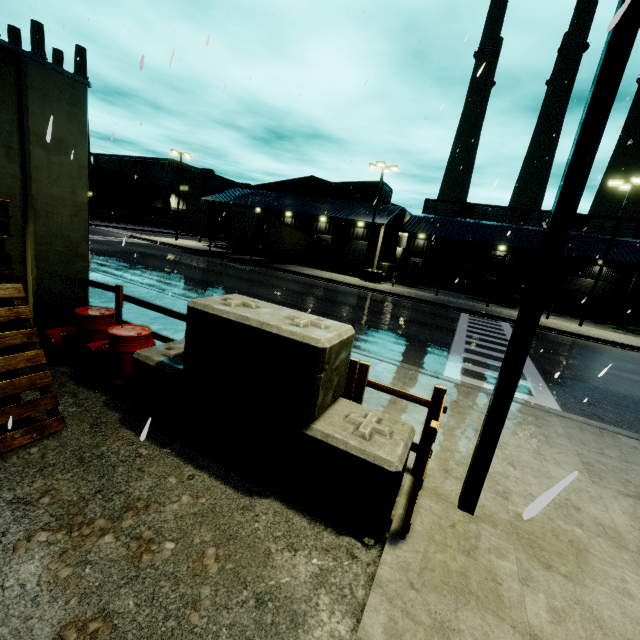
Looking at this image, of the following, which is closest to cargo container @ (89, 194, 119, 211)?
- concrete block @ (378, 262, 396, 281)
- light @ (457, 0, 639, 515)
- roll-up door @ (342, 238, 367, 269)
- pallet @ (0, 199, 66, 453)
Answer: roll-up door @ (342, 238, 367, 269)

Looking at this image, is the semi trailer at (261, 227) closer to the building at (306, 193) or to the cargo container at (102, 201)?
the building at (306, 193)

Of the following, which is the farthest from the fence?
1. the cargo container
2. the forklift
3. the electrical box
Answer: the cargo container

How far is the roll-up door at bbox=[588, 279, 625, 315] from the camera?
33.7m

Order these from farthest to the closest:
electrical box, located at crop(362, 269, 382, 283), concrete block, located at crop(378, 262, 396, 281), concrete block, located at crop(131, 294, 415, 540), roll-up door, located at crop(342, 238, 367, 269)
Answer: roll-up door, located at crop(342, 238, 367, 269) → concrete block, located at crop(378, 262, 396, 281) → electrical box, located at crop(362, 269, 382, 283) → concrete block, located at crop(131, 294, 415, 540)

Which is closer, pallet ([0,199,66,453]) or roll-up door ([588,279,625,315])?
pallet ([0,199,66,453])

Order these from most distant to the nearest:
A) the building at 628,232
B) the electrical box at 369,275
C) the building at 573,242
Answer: the building at 573,242, the building at 628,232, the electrical box at 369,275

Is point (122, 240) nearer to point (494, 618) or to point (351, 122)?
point (351, 122)
